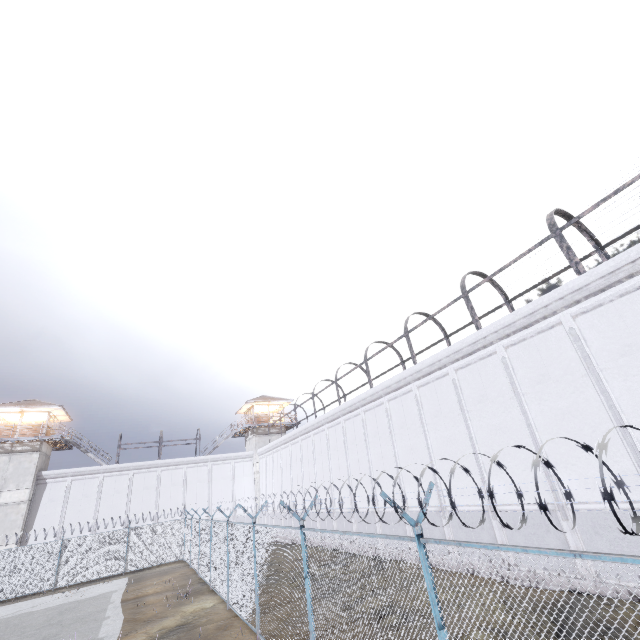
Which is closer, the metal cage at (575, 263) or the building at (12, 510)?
the metal cage at (575, 263)

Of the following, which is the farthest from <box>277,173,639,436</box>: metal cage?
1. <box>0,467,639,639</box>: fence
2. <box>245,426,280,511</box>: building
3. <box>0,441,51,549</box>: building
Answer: <box>0,441,51,549</box>: building

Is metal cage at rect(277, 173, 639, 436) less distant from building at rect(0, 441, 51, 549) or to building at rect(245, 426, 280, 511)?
building at rect(245, 426, 280, 511)

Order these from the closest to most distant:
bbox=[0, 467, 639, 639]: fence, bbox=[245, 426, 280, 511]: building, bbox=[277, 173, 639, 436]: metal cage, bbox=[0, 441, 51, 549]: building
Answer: bbox=[0, 467, 639, 639]: fence → bbox=[277, 173, 639, 436]: metal cage → bbox=[0, 441, 51, 549]: building → bbox=[245, 426, 280, 511]: building

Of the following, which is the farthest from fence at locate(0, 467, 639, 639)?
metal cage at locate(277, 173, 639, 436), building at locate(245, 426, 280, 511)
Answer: building at locate(245, 426, 280, 511)

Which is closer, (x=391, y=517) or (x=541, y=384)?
(x=541, y=384)

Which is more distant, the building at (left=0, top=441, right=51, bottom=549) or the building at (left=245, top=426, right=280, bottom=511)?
the building at (left=245, top=426, right=280, bottom=511)

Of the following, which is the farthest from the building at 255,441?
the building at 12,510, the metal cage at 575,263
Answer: the metal cage at 575,263
